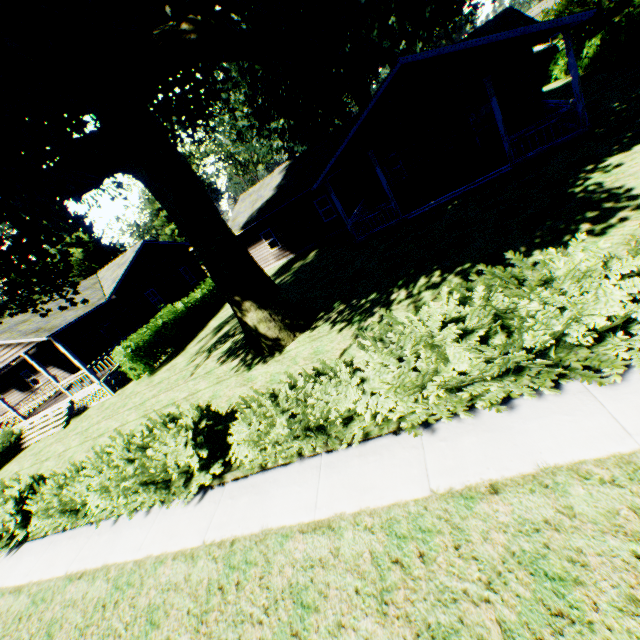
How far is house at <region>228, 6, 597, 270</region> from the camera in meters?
12.0 m

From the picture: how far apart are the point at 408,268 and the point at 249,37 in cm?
728

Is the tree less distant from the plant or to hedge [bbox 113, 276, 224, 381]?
hedge [bbox 113, 276, 224, 381]

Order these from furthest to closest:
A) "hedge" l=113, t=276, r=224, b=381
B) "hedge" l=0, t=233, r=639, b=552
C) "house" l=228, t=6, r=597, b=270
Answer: "hedge" l=113, t=276, r=224, b=381 < "house" l=228, t=6, r=597, b=270 < "hedge" l=0, t=233, r=639, b=552

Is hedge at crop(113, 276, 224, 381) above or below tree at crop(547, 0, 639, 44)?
below

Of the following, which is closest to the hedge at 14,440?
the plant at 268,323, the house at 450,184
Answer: the plant at 268,323

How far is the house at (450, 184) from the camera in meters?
12.0

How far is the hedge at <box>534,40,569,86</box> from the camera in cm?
2396
